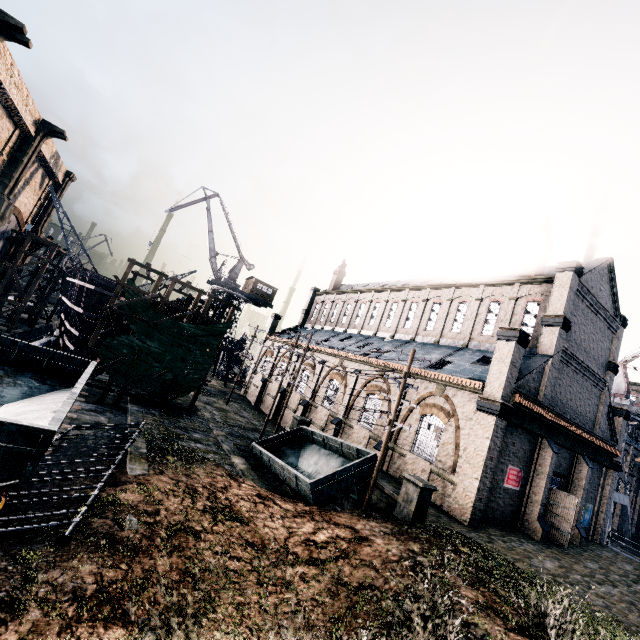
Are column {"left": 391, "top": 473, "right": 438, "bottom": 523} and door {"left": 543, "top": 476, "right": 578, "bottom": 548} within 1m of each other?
no

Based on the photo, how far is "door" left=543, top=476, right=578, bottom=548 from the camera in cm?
2064

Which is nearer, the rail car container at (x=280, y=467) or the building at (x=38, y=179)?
the rail car container at (x=280, y=467)

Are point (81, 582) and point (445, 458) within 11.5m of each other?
no

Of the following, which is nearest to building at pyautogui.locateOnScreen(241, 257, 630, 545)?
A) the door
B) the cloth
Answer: the door

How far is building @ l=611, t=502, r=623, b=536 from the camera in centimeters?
5194cm

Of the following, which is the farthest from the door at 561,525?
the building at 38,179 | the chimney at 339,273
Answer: the chimney at 339,273
